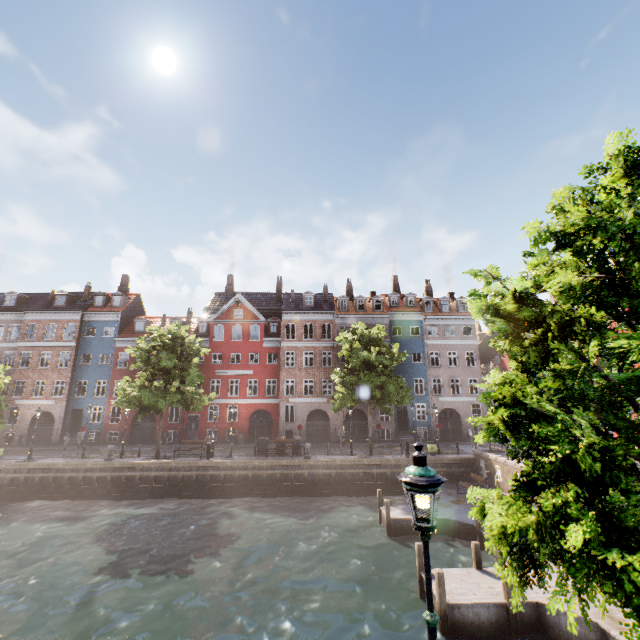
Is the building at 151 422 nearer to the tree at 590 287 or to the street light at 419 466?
the street light at 419 466

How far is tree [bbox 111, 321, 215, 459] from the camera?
22.59m

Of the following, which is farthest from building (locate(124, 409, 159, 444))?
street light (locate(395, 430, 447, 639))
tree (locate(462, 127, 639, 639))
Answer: tree (locate(462, 127, 639, 639))

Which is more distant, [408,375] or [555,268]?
[408,375]

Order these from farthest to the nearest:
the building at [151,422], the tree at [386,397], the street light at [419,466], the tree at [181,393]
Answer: the building at [151,422], the tree at [386,397], the tree at [181,393], the street light at [419,466]

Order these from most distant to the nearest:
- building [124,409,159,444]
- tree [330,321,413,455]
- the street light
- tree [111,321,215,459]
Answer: building [124,409,159,444] → tree [330,321,413,455] → tree [111,321,215,459] → the street light

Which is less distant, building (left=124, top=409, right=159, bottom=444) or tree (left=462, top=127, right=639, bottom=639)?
tree (left=462, top=127, right=639, bottom=639)
